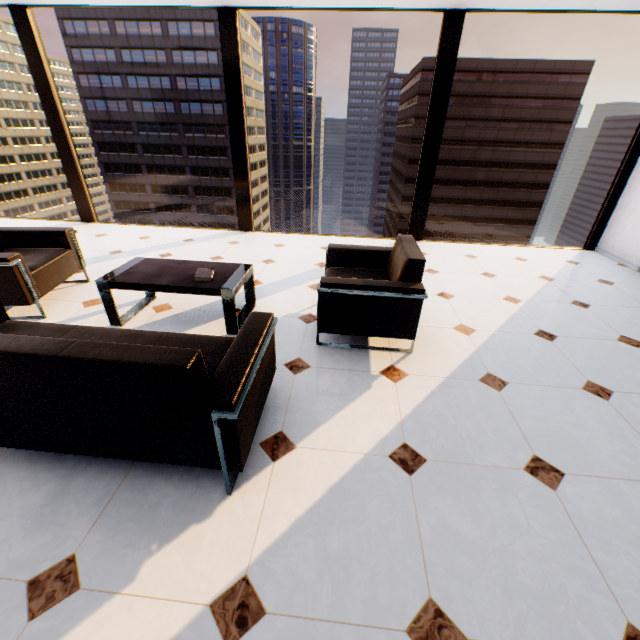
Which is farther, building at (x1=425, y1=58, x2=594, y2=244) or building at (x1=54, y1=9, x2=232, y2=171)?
building at (x1=54, y1=9, x2=232, y2=171)

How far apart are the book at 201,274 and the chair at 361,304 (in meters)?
1.02

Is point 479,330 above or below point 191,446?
below

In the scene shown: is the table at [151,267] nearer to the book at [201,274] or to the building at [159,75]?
the book at [201,274]

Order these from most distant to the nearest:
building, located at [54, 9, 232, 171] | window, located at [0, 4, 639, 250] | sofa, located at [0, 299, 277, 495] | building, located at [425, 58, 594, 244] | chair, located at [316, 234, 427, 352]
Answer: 1. building, located at [54, 9, 232, 171]
2. building, located at [425, 58, 594, 244]
3. window, located at [0, 4, 639, 250]
4. chair, located at [316, 234, 427, 352]
5. sofa, located at [0, 299, 277, 495]

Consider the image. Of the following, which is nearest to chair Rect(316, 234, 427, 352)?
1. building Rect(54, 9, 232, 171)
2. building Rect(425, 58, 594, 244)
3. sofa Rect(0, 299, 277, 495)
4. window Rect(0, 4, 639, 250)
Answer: sofa Rect(0, 299, 277, 495)

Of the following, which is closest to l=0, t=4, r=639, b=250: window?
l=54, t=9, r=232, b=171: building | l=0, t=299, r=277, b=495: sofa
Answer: l=0, t=299, r=277, b=495: sofa

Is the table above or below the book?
below
